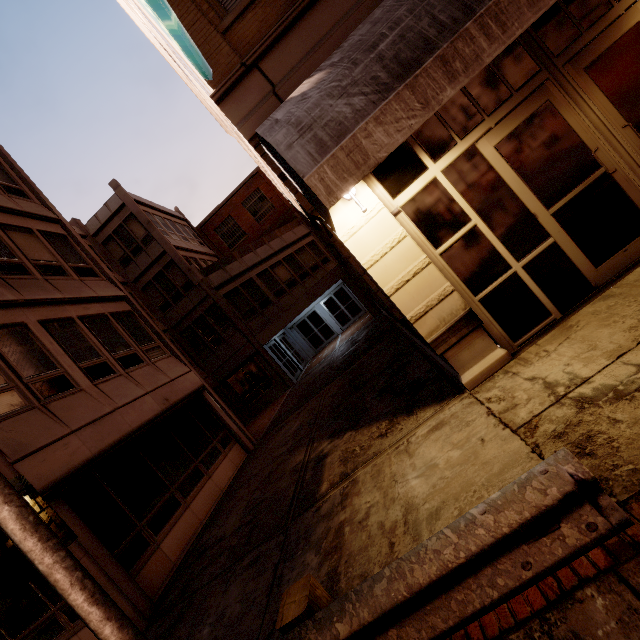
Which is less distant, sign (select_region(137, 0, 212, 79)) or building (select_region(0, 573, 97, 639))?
sign (select_region(137, 0, 212, 79))

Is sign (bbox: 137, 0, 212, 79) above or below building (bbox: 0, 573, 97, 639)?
above

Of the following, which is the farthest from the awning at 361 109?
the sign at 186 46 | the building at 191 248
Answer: the sign at 186 46

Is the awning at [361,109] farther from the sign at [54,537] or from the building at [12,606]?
the sign at [54,537]

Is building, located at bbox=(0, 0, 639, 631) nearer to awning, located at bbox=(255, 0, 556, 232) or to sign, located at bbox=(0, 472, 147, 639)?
awning, located at bbox=(255, 0, 556, 232)

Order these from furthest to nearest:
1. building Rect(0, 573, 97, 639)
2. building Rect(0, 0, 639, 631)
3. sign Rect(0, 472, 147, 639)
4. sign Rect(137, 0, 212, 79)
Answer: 1. building Rect(0, 573, 97, 639)
2. building Rect(0, 0, 639, 631)
3. sign Rect(137, 0, 212, 79)
4. sign Rect(0, 472, 147, 639)

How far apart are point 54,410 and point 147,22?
8.5m
